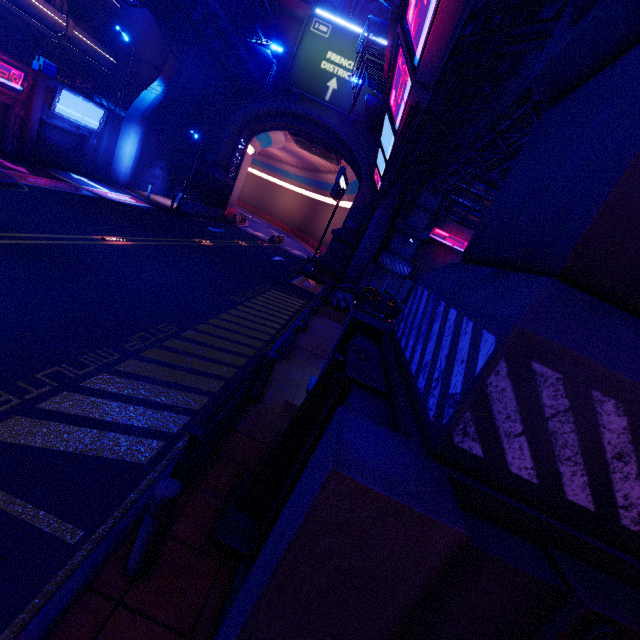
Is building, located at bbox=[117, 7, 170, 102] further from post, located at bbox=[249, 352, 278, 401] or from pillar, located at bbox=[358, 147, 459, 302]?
post, located at bbox=[249, 352, 278, 401]

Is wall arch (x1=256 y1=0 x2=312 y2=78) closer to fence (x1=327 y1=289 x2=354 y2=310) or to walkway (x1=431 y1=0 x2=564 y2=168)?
walkway (x1=431 y1=0 x2=564 y2=168)

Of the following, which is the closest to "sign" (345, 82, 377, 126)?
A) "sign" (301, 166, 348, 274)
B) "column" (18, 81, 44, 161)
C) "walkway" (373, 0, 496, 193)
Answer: "walkway" (373, 0, 496, 193)

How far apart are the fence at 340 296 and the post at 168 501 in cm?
1541

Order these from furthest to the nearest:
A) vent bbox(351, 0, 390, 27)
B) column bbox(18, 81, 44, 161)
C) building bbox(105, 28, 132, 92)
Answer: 1. vent bbox(351, 0, 390, 27)
2. building bbox(105, 28, 132, 92)
3. column bbox(18, 81, 44, 161)

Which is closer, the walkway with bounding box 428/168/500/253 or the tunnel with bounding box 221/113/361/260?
the walkway with bounding box 428/168/500/253

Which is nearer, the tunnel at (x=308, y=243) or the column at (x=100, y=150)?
the column at (x=100, y=150)

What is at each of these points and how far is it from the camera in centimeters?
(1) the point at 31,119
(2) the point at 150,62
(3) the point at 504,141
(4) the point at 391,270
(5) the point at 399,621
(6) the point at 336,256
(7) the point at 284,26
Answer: (1) column, 1823cm
(2) building, 2683cm
(3) pipe, 1247cm
(4) pillar, 2759cm
(5) pillar, 168cm
(6) wall arch, 2964cm
(7) wall arch, 2641cm
